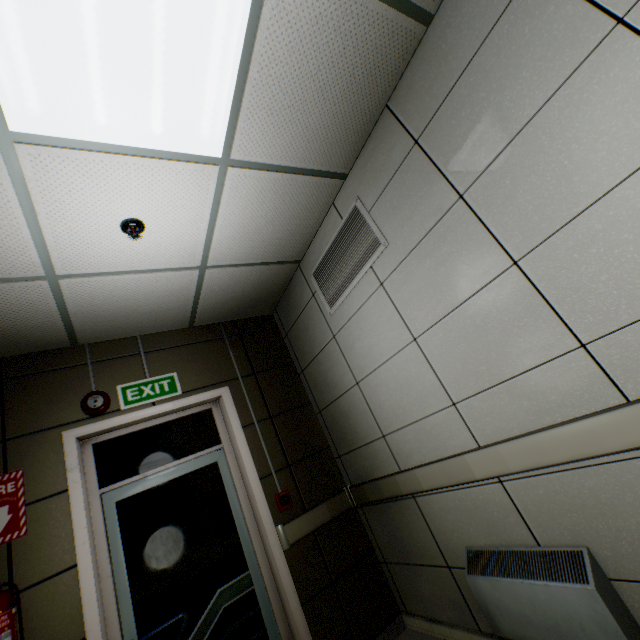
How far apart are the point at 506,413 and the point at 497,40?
1.9 meters

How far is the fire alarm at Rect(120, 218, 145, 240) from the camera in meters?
2.0

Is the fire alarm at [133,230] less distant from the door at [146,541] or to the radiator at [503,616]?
the door at [146,541]

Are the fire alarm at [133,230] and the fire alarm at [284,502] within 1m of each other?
no

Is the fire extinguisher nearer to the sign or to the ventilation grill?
the sign

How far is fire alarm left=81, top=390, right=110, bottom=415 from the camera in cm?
264

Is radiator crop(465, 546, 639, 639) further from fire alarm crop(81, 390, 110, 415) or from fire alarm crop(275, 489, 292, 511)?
fire alarm crop(81, 390, 110, 415)

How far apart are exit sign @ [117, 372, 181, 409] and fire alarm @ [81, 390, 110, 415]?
0.1m
